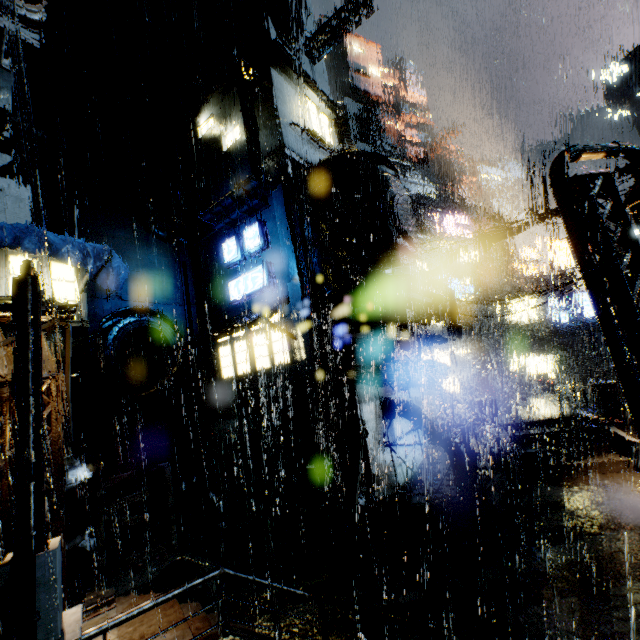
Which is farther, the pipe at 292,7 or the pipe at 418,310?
the pipe at 292,7

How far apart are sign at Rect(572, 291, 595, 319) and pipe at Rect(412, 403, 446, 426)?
27.47m

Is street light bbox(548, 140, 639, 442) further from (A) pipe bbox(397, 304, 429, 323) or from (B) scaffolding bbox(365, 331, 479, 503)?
(A) pipe bbox(397, 304, 429, 323)

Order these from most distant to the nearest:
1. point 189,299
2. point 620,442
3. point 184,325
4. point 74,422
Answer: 1. point 189,299
2. point 184,325
3. point 74,422
4. point 620,442

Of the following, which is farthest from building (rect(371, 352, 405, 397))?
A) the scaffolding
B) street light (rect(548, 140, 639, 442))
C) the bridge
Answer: street light (rect(548, 140, 639, 442))

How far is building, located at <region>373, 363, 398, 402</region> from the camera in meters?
14.0 m

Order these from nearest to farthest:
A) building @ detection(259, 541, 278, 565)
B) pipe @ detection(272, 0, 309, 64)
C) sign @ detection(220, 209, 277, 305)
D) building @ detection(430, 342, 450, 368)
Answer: building @ detection(259, 541, 278, 565)
sign @ detection(220, 209, 277, 305)
pipe @ detection(272, 0, 309, 64)
building @ detection(430, 342, 450, 368)

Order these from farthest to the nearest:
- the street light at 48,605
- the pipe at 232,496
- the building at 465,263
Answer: the pipe at 232,496 < the building at 465,263 < the street light at 48,605
